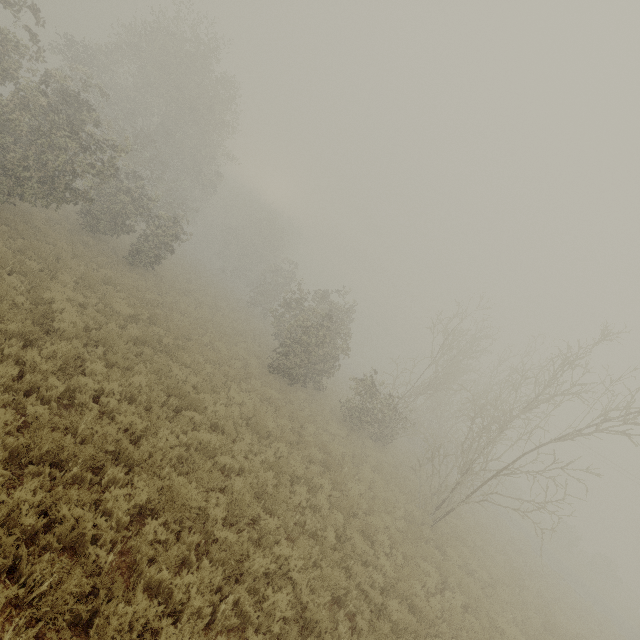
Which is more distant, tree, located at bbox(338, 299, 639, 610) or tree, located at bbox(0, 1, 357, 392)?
tree, located at bbox(0, 1, 357, 392)

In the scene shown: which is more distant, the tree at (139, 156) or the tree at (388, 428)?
the tree at (139, 156)

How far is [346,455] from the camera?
15.0 meters
